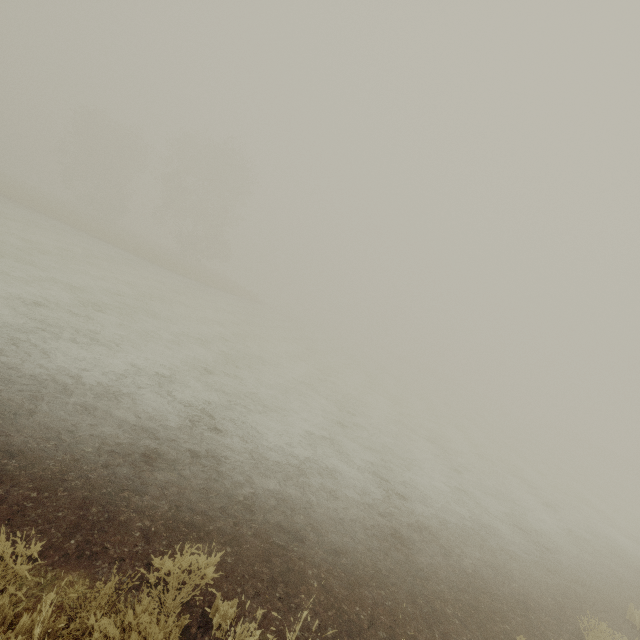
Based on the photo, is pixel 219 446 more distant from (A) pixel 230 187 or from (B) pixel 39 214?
(A) pixel 230 187
